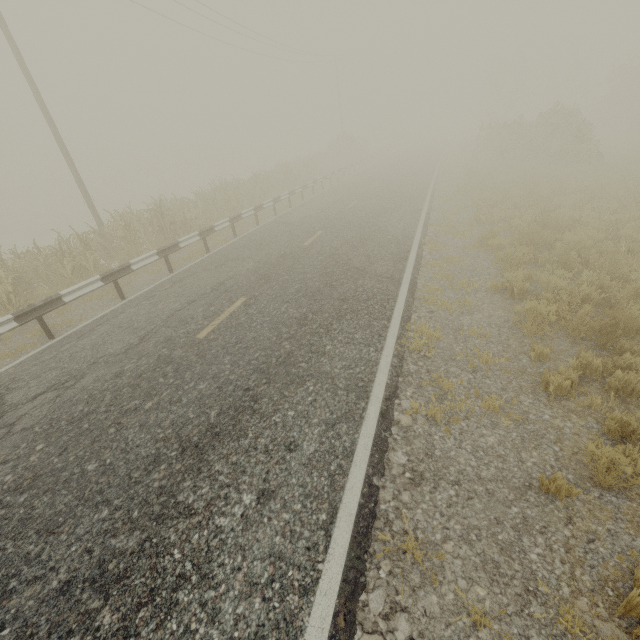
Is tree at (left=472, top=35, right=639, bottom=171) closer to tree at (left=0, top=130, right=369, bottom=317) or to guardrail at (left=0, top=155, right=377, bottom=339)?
tree at (left=0, top=130, right=369, bottom=317)

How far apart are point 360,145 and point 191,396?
49.9m

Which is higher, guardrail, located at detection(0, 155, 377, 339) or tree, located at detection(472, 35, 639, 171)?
tree, located at detection(472, 35, 639, 171)

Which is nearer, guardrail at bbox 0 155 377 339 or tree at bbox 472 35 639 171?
guardrail at bbox 0 155 377 339

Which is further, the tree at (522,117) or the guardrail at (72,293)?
the tree at (522,117)

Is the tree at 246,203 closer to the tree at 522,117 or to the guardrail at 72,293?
the tree at 522,117

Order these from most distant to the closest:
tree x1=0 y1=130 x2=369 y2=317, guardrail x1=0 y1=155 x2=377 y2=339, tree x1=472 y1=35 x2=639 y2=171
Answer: tree x1=472 y1=35 x2=639 y2=171 → tree x1=0 y1=130 x2=369 y2=317 → guardrail x1=0 y1=155 x2=377 y2=339
